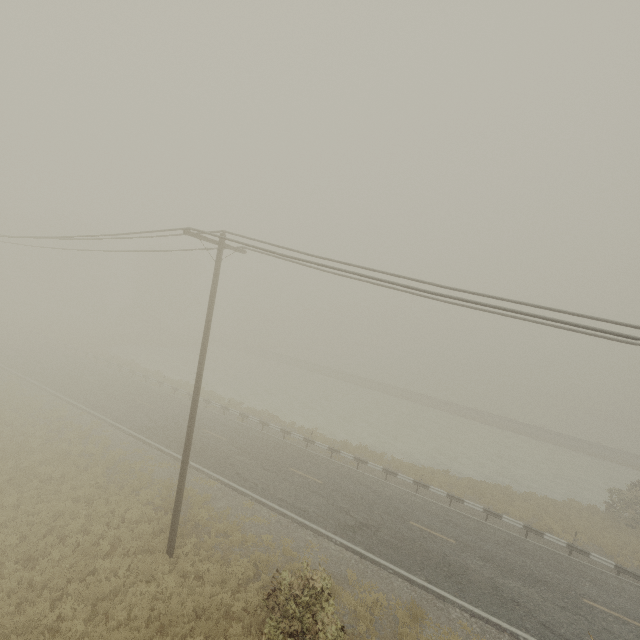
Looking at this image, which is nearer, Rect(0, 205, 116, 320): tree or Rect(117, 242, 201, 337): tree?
Rect(0, 205, 116, 320): tree

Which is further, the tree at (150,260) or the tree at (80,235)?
the tree at (150,260)

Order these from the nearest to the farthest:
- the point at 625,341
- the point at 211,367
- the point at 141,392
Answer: the point at 625,341, the point at 141,392, the point at 211,367

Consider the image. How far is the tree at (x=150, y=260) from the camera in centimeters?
5362cm

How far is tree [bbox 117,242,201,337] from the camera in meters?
53.6
